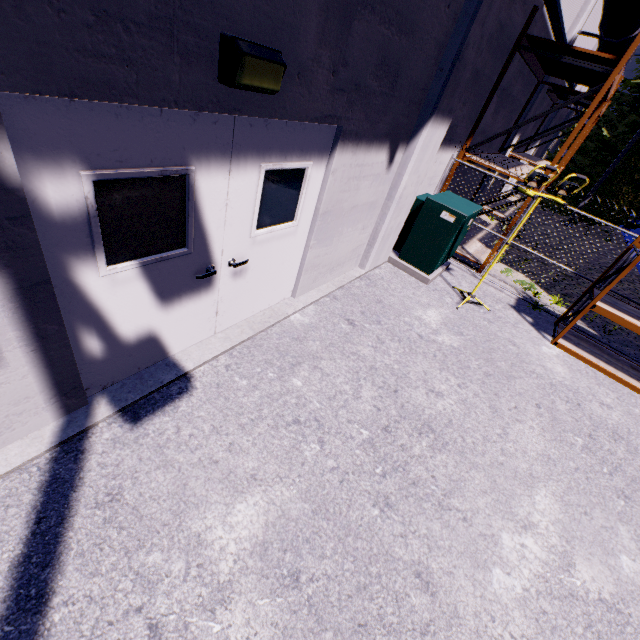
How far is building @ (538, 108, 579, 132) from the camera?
15.6 meters

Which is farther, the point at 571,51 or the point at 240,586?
the point at 571,51

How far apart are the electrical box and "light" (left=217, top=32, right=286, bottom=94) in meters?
4.6

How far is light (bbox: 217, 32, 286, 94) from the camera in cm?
210

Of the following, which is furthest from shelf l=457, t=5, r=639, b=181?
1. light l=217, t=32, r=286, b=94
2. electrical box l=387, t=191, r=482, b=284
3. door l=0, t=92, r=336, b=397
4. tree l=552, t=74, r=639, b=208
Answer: tree l=552, t=74, r=639, b=208

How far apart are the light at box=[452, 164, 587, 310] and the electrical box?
0.4 meters

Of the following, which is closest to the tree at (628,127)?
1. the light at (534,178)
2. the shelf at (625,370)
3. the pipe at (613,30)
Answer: the pipe at (613,30)

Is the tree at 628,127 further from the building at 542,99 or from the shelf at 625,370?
the shelf at 625,370
